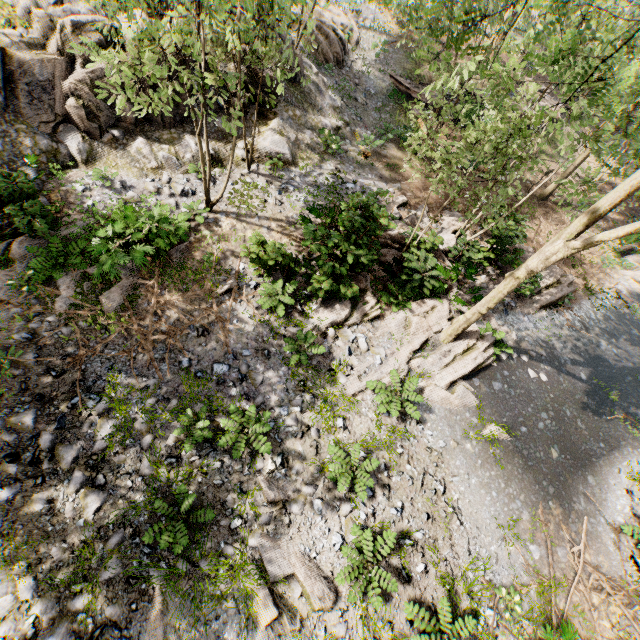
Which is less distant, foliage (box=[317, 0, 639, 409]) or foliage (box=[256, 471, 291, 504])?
foliage (box=[317, 0, 639, 409])

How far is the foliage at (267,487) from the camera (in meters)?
7.60

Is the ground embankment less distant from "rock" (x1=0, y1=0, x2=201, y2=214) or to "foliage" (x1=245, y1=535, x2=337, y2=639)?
"foliage" (x1=245, y1=535, x2=337, y2=639)

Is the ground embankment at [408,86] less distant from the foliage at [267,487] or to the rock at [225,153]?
the foliage at [267,487]

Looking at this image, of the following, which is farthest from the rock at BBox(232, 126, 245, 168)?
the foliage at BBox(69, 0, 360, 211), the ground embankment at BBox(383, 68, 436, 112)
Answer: the ground embankment at BBox(383, 68, 436, 112)

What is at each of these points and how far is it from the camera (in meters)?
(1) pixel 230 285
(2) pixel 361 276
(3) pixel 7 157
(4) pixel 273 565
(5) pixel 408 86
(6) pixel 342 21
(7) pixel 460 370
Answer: (1) foliage, 10.30
(2) foliage, 11.75
(3) rock, 9.85
(4) foliage, 6.92
(5) ground embankment, 20.30
(6) foliage, 19.80
(7) foliage, 10.76

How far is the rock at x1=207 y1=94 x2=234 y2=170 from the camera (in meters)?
13.22

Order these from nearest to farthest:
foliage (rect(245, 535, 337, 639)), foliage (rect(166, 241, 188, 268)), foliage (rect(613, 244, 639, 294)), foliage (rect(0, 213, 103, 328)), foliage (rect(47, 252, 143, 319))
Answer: foliage (rect(245, 535, 337, 639)), foliage (rect(47, 252, 143, 319)), foliage (rect(0, 213, 103, 328)), foliage (rect(166, 241, 188, 268)), foliage (rect(613, 244, 639, 294))
